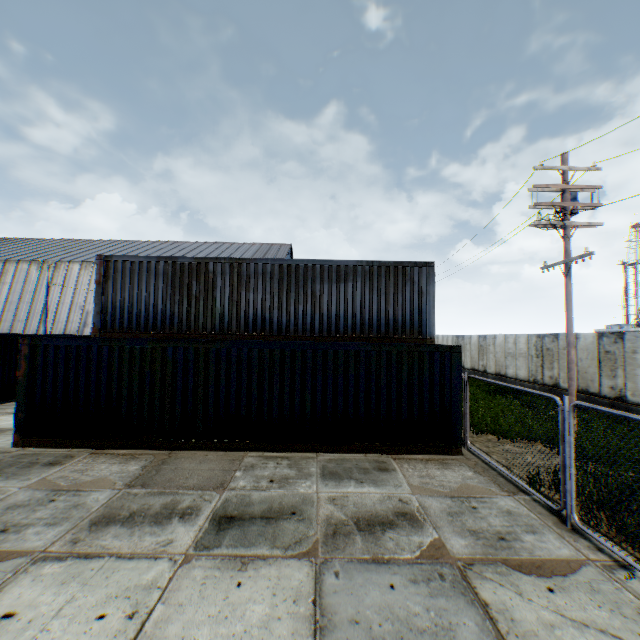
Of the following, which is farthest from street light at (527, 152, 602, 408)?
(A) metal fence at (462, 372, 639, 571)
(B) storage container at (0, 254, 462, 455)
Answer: (A) metal fence at (462, 372, 639, 571)

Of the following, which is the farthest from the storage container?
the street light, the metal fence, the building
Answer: the building

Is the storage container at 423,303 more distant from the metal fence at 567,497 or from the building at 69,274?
the building at 69,274

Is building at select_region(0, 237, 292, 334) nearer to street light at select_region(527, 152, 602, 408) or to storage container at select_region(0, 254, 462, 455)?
storage container at select_region(0, 254, 462, 455)

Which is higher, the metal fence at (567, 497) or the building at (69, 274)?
the building at (69, 274)

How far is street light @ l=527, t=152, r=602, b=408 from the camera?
10.8 meters

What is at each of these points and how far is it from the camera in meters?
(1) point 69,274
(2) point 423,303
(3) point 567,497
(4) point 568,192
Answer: (1) building, 36.5
(2) storage container, 11.6
(3) metal fence, 5.5
(4) street light, 11.1

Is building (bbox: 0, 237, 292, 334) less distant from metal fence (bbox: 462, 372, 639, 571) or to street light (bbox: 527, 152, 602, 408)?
metal fence (bbox: 462, 372, 639, 571)
